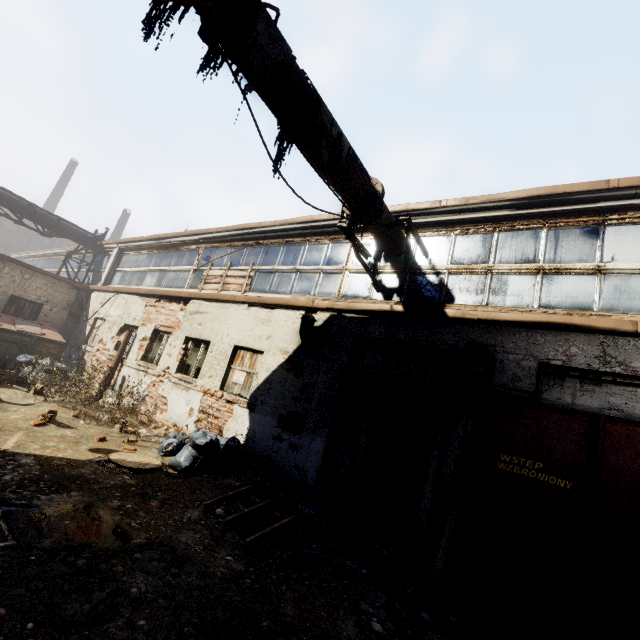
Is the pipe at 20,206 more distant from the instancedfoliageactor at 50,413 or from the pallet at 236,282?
the instancedfoliageactor at 50,413

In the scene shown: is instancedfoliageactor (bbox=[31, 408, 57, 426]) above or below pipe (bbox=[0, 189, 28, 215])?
below

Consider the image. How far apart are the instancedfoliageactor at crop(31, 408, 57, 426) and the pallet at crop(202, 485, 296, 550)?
4.22m

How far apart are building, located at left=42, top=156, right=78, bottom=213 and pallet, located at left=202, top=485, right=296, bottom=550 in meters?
45.1

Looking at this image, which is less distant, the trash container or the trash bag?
the trash bag

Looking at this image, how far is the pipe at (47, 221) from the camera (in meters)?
13.95

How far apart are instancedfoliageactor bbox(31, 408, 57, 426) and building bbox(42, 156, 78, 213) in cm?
4090

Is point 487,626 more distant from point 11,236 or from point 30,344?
point 11,236
